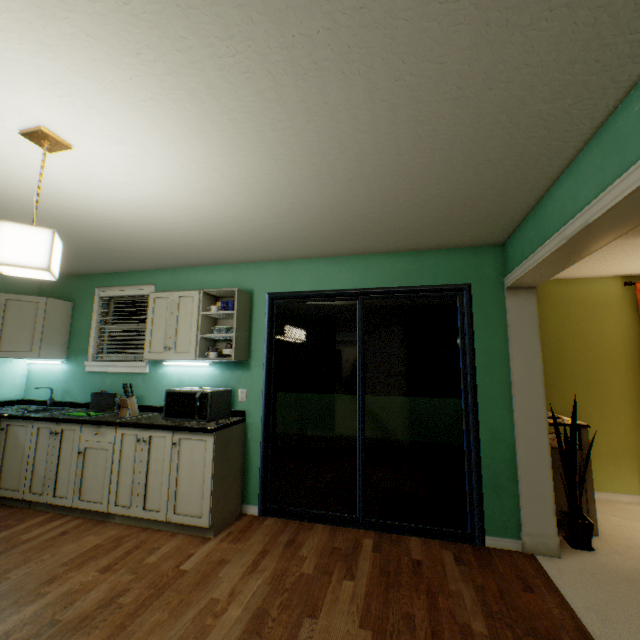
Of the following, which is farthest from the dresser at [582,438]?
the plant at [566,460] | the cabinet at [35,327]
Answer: the cabinet at [35,327]

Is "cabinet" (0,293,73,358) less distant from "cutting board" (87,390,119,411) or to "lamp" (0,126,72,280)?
"cutting board" (87,390,119,411)

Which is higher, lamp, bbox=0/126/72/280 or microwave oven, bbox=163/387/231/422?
lamp, bbox=0/126/72/280

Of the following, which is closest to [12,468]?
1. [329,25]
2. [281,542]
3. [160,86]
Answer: [281,542]

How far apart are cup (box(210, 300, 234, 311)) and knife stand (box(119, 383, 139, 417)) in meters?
1.1 m

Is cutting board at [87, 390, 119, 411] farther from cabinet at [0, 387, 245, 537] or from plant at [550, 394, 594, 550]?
plant at [550, 394, 594, 550]

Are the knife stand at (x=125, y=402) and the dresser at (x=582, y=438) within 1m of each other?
no

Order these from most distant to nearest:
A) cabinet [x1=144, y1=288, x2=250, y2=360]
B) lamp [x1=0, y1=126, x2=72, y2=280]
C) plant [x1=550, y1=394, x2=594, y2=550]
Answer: cabinet [x1=144, y1=288, x2=250, y2=360] → plant [x1=550, y1=394, x2=594, y2=550] → lamp [x1=0, y1=126, x2=72, y2=280]
